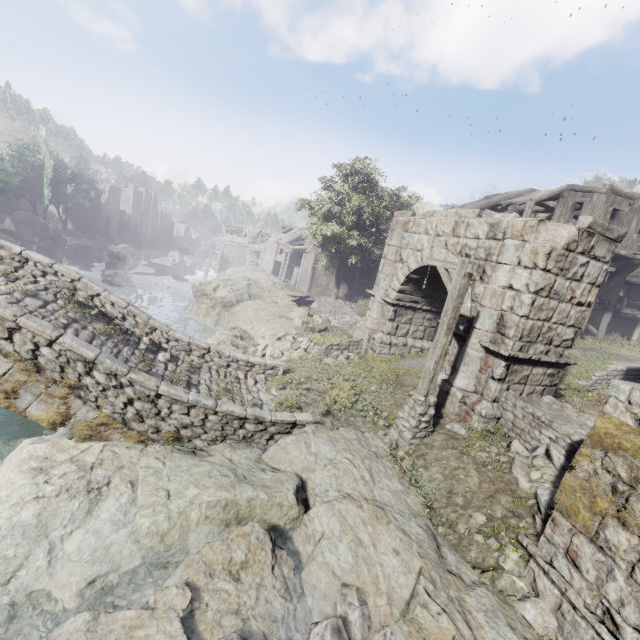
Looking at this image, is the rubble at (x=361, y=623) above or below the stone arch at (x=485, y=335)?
below

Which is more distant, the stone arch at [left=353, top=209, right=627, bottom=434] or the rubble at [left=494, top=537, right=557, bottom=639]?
the stone arch at [left=353, top=209, right=627, bottom=434]

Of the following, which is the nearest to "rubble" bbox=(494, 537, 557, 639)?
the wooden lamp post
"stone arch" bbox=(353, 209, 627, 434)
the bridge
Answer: "stone arch" bbox=(353, 209, 627, 434)

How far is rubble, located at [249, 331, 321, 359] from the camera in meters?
14.7 m

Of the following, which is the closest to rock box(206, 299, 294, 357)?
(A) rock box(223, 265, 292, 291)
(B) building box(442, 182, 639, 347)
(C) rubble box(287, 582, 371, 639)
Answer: (C) rubble box(287, 582, 371, 639)

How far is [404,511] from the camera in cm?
653

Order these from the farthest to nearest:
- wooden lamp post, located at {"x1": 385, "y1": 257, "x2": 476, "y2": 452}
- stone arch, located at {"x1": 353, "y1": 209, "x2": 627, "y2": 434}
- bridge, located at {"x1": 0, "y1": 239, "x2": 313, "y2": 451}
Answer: stone arch, located at {"x1": 353, "y1": 209, "x2": 627, "y2": 434} → wooden lamp post, located at {"x1": 385, "y1": 257, "x2": 476, "y2": 452} → bridge, located at {"x1": 0, "y1": 239, "x2": 313, "y2": 451}

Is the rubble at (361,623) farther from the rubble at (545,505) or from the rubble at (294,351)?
the rubble at (294,351)
